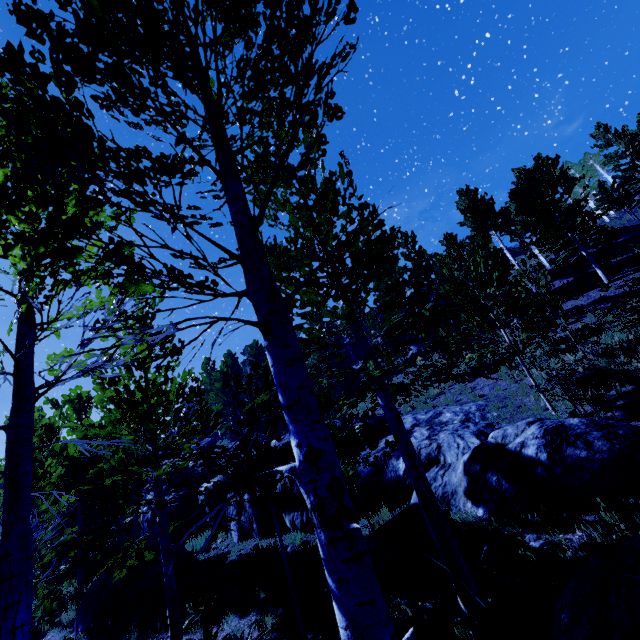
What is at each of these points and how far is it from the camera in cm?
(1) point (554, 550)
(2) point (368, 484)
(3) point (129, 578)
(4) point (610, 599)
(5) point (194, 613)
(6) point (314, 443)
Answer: (1) rock, 506
(2) rock, 973
(3) rock, 1133
(4) rock, 331
(5) instancedfoliageactor, 816
(6) instancedfoliageactor, 156

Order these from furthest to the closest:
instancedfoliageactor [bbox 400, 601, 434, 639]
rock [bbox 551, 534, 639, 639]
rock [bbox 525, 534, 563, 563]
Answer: rock [bbox 525, 534, 563, 563] → rock [bbox 551, 534, 639, 639] → instancedfoliageactor [bbox 400, 601, 434, 639]

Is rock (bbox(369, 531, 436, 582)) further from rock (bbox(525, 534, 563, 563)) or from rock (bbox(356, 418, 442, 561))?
rock (bbox(525, 534, 563, 563))

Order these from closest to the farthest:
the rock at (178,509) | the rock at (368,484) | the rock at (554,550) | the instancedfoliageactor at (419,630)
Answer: the instancedfoliageactor at (419,630) → the rock at (554,550) → the rock at (368,484) → the rock at (178,509)

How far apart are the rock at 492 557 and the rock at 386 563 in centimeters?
46cm

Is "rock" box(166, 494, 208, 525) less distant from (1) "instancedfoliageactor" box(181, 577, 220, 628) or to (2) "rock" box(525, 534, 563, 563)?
(1) "instancedfoliageactor" box(181, 577, 220, 628)

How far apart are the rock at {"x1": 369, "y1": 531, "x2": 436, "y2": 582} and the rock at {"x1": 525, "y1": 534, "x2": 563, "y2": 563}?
1.29m
